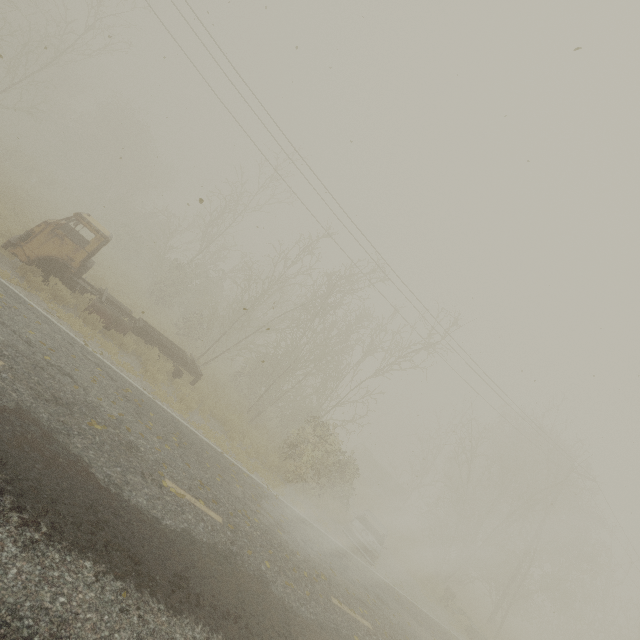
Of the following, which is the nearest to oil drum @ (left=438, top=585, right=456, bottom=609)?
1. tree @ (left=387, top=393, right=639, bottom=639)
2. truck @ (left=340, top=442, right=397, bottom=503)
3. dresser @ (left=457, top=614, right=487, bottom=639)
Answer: dresser @ (left=457, top=614, right=487, bottom=639)

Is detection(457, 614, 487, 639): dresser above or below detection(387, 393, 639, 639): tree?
below

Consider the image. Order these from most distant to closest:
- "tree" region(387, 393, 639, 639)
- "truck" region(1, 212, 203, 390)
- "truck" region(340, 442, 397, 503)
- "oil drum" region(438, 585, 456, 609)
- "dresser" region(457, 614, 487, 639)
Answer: "truck" region(340, 442, 397, 503), "tree" region(387, 393, 639, 639), "oil drum" region(438, 585, 456, 609), "dresser" region(457, 614, 487, 639), "truck" region(1, 212, 203, 390)

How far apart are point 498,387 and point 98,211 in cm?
3804

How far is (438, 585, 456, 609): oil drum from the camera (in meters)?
16.69

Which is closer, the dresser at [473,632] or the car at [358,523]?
→ the car at [358,523]

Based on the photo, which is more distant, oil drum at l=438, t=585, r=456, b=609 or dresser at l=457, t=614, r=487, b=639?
oil drum at l=438, t=585, r=456, b=609

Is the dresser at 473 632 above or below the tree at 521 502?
below
